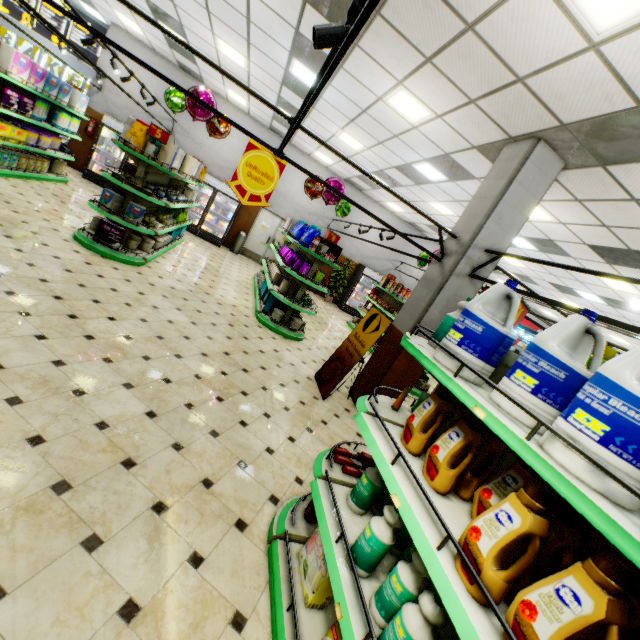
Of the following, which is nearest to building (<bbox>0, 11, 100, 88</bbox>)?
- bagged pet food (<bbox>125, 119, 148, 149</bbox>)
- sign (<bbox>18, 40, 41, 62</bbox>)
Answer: sign (<bbox>18, 40, 41, 62</bbox>)

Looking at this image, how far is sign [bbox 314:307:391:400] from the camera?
5.2 meters

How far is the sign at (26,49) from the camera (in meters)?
14.32

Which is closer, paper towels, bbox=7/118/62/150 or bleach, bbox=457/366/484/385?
bleach, bbox=457/366/484/385

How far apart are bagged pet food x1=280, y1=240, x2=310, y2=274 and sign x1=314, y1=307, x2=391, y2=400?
2.38m

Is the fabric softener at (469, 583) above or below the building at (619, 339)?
below

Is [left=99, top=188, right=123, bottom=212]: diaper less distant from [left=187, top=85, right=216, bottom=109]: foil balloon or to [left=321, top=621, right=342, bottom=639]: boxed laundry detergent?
[left=187, top=85, right=216, bottom=109]: foil balloon

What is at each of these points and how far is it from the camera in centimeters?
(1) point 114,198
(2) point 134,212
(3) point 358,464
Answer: (1) diaper, 573cm
(2) diaper, 589cm
(3) toothpaste, 262cm
